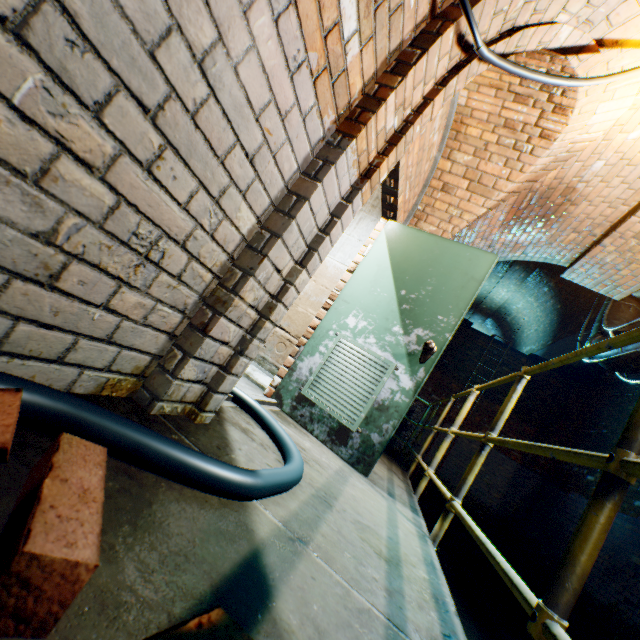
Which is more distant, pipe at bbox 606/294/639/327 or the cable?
pipe at bbox 606/294/639/327

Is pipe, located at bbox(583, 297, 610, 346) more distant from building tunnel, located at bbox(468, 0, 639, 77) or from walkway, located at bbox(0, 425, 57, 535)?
walkway, located at bbox(0, 425, 57, 535)

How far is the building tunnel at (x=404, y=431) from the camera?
8.8 meters

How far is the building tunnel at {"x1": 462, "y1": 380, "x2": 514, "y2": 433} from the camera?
8.5 meters

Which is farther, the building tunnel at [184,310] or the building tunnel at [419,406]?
the building tunnel at [419,406]

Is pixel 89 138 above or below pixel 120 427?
above

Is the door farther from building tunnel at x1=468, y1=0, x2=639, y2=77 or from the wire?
the wire
